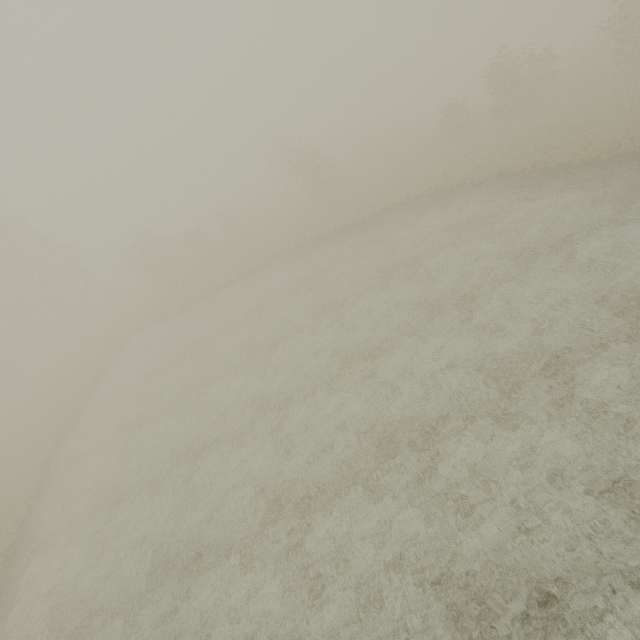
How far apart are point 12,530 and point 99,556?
8.1m
